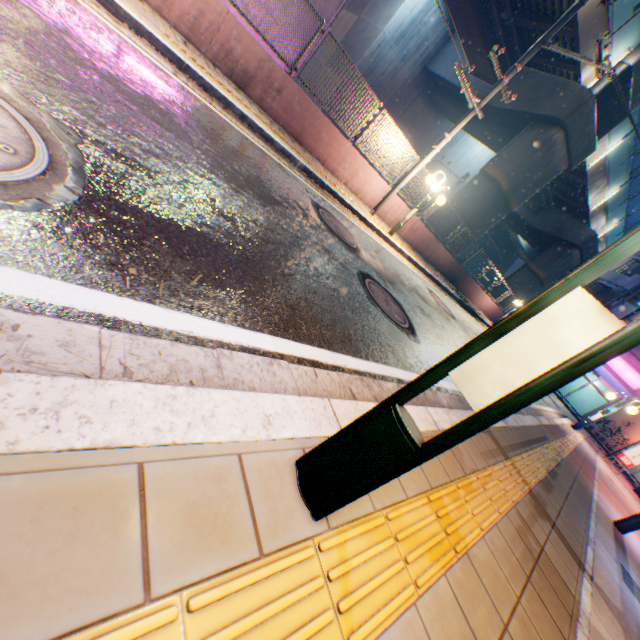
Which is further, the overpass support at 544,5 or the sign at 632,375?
the sign at 632,375

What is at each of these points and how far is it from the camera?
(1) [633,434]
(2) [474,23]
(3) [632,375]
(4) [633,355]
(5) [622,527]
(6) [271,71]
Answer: (1) building, 23.53m
(2) overpass support, 13.70m
(3) sign, 24.14m
(4) building, 24.30m
(5) electric pole, 5.58m
(6) concrete block, 7.42m

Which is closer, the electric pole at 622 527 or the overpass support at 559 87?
the electric pole at 622 527

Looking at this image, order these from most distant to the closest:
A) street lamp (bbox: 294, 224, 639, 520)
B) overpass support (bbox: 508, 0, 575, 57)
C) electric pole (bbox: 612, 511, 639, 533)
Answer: overpass support (bbox: 508, 0, 575, 57) → electric pole (bbox: 612, 511, 639, 533) → street lamp (bbox: 294, 224, 639, 520)

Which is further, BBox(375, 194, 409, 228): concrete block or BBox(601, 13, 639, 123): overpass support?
BBox(601, 13, 639, 123): overpass support

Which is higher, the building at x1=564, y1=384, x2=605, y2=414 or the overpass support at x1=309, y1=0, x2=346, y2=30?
the overpass support at x1=309, y1=0, x2=346, y2=30

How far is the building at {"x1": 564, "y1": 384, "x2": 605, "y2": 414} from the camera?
27.5 meters

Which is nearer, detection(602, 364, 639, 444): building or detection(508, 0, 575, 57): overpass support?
detection(508, 0, 575, 57): overpass support
